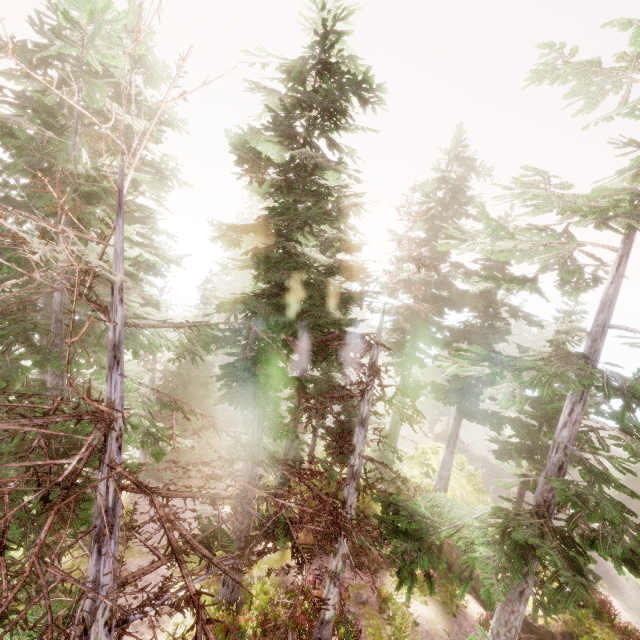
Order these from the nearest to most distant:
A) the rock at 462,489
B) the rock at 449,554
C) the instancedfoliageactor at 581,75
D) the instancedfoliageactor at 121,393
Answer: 1. the instancedfoliageactor at 121,393
2. the instancedfoliageactor at 581,75
3. the rock at 449,554
4. the rock at 462,489

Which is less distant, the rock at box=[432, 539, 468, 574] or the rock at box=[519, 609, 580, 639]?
the rock at box=[519, 609, 580, 639]

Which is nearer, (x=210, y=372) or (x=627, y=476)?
(x=210, y=372)

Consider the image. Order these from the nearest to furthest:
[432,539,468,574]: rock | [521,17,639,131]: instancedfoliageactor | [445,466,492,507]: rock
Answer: [521,17,639,131]: instancedfoliageactor < [432,539,468,574]: rock < [445,466,492,507]: rock

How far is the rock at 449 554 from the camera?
15.6m

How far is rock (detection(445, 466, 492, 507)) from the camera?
18.6m
